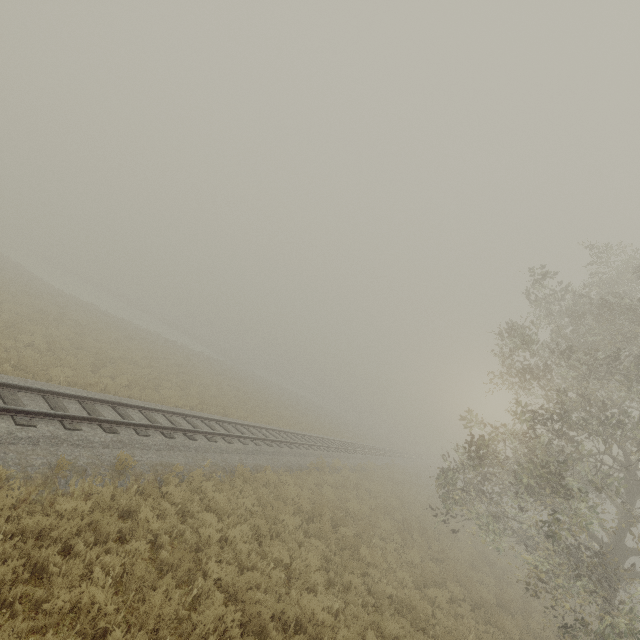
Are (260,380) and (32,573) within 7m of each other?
no
